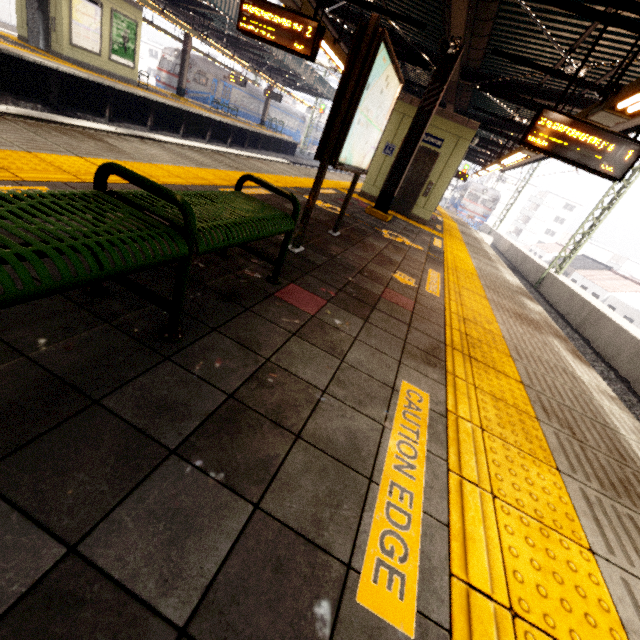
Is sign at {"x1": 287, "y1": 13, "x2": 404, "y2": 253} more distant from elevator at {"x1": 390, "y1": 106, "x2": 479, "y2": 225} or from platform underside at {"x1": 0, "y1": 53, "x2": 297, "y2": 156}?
platform underside at {"x1": 0, "y1": 53, "x2": 297, "y2": 156}

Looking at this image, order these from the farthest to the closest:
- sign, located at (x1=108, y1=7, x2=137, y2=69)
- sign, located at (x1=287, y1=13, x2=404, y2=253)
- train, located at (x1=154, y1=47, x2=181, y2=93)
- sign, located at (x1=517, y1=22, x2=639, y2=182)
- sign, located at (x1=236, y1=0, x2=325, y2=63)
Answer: train, located at (x1=154, y1=47, x2=181, y2=93), sign, located at (x1=108, y1=7, x2=137, y2=69), sign, located at (x1=236, y1=0, x2=325, y2=63), sign, located at (x1=517, y1=22, x2=639, y2=182), sign, located at (x1=287, y1=13, x2=404, y2=253)

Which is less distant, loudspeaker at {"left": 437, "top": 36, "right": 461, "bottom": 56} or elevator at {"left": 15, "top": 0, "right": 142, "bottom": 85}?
loudspeaker at {"left": 437, "top": 36, "right": 461, "bottom": 56}

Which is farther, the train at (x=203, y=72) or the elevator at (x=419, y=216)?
the train at (x=203, y=72)

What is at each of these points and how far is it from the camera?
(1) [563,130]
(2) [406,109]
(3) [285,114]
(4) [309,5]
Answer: Answer:
(1) sign, 4.66m
(2) elevator, 9.24m
(3) train, 36.41m
(4) awning structure, 5.86m

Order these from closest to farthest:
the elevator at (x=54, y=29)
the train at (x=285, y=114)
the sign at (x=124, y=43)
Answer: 1. the elevator at (x=54, y=29)
2. the sign at (x=124, y=43)
3. the train at (x=285, y=114)

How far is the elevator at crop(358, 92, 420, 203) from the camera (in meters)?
9.20

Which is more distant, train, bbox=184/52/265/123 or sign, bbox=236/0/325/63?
train, bbox=184/52/265/123
